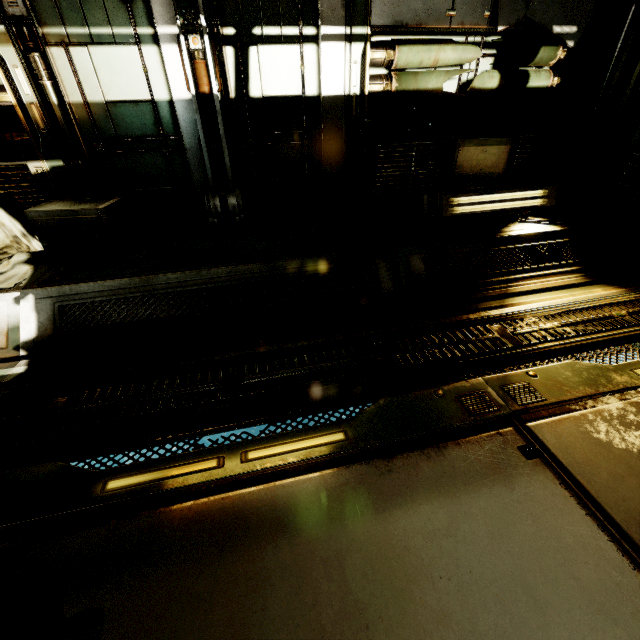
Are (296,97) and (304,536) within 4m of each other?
no

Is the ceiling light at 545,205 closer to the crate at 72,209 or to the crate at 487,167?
the crate at 487,167

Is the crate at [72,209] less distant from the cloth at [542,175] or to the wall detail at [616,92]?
the cloth at [542,175]

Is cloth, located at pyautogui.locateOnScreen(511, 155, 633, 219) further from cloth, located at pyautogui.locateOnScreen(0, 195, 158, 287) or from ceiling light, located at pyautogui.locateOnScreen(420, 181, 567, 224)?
cloth, located at pyautogui.locateOnScreen(0, 195, 158, 287)

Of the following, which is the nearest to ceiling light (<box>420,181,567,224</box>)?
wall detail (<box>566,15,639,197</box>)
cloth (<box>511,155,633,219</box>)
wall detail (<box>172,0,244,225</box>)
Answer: cloth (<box>511,155,633,219</box>)

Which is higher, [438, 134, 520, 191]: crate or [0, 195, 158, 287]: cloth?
[438, 134, 520, 191]: crate

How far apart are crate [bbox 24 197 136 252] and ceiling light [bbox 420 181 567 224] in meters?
3.5

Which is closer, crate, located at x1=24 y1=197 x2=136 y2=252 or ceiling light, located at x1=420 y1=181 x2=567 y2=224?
crate, located at x1=24 y1=197 x2=136 y2=252
